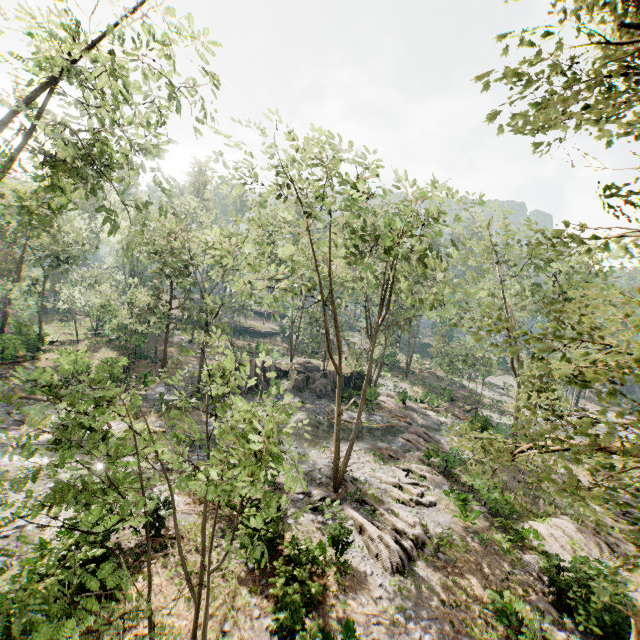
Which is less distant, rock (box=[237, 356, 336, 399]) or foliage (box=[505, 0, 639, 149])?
foliage (box=[505, 0, 639, 149])

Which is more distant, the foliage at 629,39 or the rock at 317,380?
the rock at 317,380

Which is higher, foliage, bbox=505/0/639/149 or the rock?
foliage, bbox=505/0/639/149

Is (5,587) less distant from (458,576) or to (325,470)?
(325,470)

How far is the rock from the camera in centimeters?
3198cm

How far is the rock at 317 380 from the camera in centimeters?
3198cm
